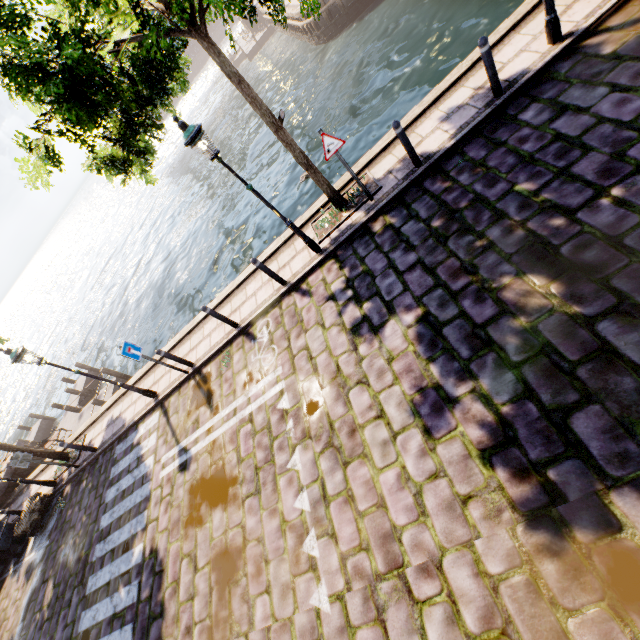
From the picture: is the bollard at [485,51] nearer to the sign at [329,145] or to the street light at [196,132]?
the street light at [196,132]

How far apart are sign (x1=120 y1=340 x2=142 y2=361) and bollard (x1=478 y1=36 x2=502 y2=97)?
9.92m

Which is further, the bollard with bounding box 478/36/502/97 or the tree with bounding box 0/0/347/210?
the bollard with bounding box 478/36/502/97

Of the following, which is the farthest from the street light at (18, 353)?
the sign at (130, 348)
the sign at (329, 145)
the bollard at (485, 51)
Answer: the bollard at (485, 51)

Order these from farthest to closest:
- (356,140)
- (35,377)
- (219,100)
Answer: (219,100)
(35,377)
(356,140)

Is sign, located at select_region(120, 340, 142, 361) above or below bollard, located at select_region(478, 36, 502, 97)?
above

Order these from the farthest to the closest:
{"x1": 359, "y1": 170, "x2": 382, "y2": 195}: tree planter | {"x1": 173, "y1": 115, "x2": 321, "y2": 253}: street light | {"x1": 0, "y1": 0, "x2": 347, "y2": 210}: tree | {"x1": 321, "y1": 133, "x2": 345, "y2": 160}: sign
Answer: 1. {"x1": 359, "y1": 170, "x2": 382, "y2": 195}: tree planter
2. {"x1": 321, "y1": 133, "x2": 345, "y2": 160}: sign
3. {"x1": 173, "y1": 115, "x2": 321, "y2": 253}: street light
4. {"x1": 0, "y1": 0, "x2": 347, "y2": 210}: tree

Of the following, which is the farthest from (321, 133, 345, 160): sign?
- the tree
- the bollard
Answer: the bollard
